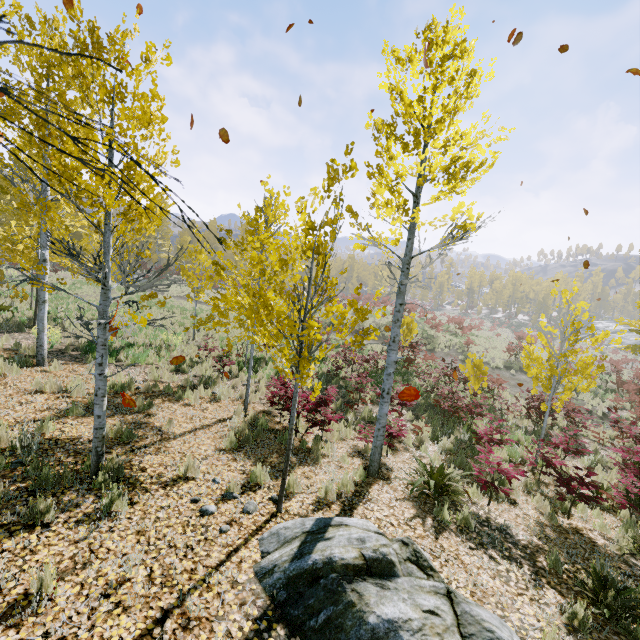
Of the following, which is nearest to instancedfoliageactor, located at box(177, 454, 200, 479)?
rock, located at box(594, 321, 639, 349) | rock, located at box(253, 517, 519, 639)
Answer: rock, located at box(253, 517, 519, 639)

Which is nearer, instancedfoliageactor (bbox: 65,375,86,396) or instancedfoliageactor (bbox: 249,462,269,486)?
instancedfoliageactor (bbox: 249,462,269,486)

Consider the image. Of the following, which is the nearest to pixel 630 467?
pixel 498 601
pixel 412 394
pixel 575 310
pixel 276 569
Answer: pixel 575 310

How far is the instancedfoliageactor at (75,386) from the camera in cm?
766

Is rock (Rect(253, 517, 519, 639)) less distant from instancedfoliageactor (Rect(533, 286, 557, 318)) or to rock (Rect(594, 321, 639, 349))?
instancedfoliageactor (Rect(533, 286, 557, 318))

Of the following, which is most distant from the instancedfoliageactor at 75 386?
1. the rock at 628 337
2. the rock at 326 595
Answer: the rock at 628 337
